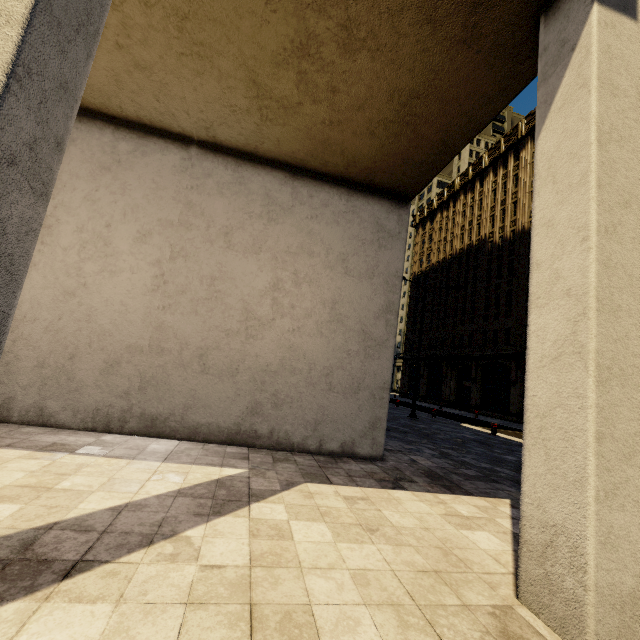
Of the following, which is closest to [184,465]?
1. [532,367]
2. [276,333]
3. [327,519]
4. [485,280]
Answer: [327,519]

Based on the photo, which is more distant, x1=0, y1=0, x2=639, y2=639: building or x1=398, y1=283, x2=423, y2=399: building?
x1=398, y1=283, x2=423, y2=399: building

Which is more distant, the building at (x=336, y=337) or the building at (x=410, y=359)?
the building at (x=410, y=359)

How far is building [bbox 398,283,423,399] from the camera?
45.1 meters

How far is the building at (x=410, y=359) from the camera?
45.1m
